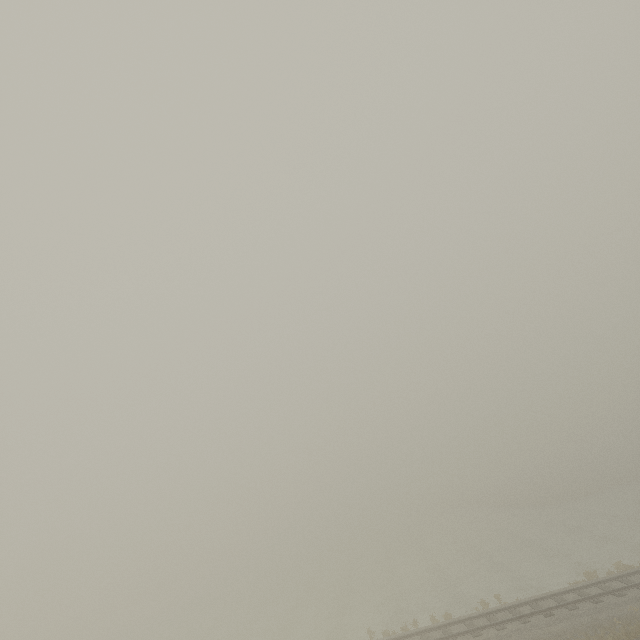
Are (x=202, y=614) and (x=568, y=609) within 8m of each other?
no
